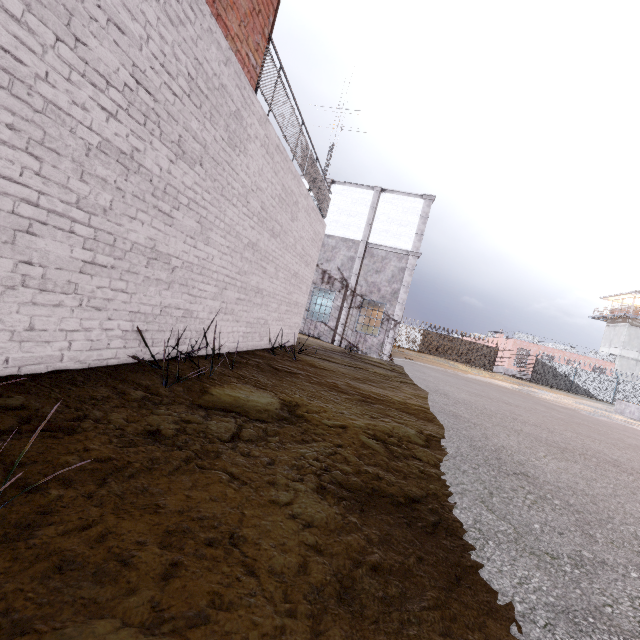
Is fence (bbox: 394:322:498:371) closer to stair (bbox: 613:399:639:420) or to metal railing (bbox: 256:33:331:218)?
metal railing (bbox: 256:33:331:218)

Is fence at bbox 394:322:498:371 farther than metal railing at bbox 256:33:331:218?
Yes

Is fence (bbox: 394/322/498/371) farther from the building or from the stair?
the stair

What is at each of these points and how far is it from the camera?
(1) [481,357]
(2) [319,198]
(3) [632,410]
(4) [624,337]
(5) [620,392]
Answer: (1) fence, 36.9m
(2) metal railing, 9.5m
(3) stair, 19.2m
(4) building, 40.4m
(5) fence, 34.0m

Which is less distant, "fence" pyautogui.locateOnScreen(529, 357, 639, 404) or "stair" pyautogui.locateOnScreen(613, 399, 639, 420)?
"stair" pyautogui.locateOnScreen(613, 399, 639, 420)

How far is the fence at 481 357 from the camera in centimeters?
3684cm

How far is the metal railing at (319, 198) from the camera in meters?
5.2 m

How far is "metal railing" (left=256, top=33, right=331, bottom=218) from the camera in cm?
518
